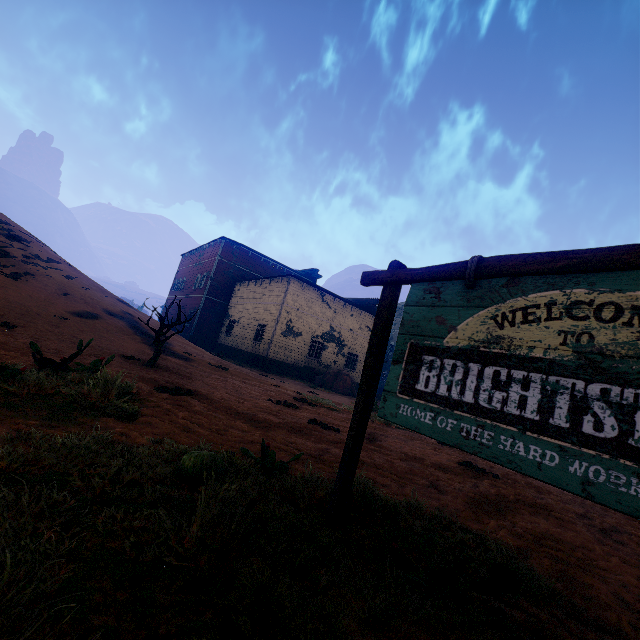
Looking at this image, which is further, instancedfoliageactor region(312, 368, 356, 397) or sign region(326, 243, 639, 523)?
instancedfoliageactor region(312, 368, 356, 397)

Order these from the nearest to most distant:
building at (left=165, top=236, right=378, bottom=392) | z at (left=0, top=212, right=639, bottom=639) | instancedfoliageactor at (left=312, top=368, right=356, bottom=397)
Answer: z at (left=0, top=212, right=639, bottom=639) < instancedfoliageactor at (left=312, top=368, right=356, bottom=397) < building at (left=165, top=236, right=378, bottom=392)

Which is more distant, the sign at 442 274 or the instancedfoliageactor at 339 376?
the instancedfoliageactor at 339 376

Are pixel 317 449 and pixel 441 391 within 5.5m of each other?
yes

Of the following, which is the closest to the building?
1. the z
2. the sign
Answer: the z

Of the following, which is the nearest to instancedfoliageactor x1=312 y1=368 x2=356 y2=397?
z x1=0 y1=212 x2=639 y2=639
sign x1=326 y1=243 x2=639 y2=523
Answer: z x1=0 y1=212 x2=639 y2=639

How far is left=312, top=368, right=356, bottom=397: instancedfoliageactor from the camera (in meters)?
22.30

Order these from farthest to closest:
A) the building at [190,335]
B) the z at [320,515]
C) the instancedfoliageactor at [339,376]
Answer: the building at [190,335], the instancedfoliageactor at [339,376], the z at [320,515]
